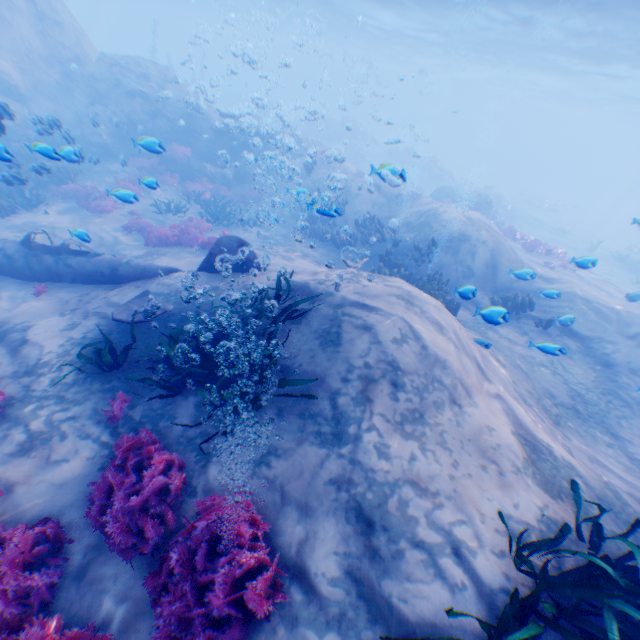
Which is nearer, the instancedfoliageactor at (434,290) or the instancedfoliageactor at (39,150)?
the instancedfoliageactor at (39,150)

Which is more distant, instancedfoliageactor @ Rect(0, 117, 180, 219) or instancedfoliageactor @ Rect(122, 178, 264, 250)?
instancedfoliageactor @ Rect(122, 178, 264, 250)

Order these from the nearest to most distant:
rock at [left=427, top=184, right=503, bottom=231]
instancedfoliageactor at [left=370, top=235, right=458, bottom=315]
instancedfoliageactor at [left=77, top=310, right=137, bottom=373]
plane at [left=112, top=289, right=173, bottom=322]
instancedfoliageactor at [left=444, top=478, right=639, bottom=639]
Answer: instancedfoliageactor at [left=444, top=478, right=639, bottom=639] < instancedfoliageactor at [left=77, top=310, right=137, bottom=373] < plane at [left=112, top=289, right=173, bottom=322] < instancedfoliageactor at [left=370, top=235, right=458, bottom=315] < rock at [left=427, top=184, right=503, bottom=231]

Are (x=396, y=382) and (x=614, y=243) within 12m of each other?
no

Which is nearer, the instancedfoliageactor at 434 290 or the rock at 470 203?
the instancedfoliageactor at 434 290

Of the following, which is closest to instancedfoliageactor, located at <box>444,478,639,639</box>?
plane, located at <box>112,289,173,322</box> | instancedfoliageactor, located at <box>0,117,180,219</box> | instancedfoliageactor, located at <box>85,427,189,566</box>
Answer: instancedfoliageactor, located at <box>85,427,189,566</box>

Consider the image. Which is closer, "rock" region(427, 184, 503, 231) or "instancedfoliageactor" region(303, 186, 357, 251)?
"instancedfoliageactor" region(303, 186, 357, 251)

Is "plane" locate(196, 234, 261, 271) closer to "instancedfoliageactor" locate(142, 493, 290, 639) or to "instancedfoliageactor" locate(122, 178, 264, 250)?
"instancedfoliageactor" locate(122, 178, 264, 250)
